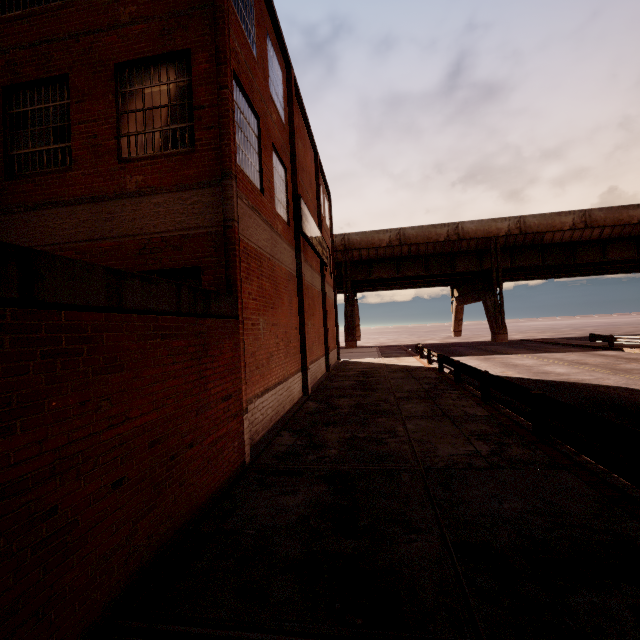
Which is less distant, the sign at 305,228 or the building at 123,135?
the building at 123,135

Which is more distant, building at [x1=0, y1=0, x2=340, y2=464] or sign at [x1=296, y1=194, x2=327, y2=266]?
sign at [x1=296, y1=194, x2=327, y2=266]

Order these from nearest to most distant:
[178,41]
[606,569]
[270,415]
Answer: [606,569]
[178,41]
[270,415]

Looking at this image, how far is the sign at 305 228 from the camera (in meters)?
13.14

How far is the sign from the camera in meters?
13.1
